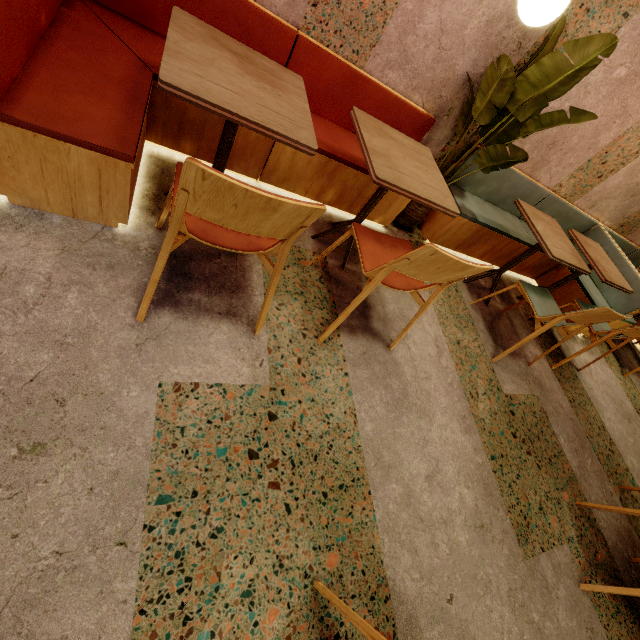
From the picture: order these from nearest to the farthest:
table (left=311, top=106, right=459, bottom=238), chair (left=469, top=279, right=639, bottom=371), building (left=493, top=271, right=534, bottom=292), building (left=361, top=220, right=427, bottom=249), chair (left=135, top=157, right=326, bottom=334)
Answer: chair (left=135, top=157, right=326, bottom=334), table (left=311, top=106, right=459, bottom=238), chair (left=469, top=279, right=639, bottom=371), building (left=361, top=220, right=427, bottom=249), building (left=493, top=271, right=534, bottom=292)

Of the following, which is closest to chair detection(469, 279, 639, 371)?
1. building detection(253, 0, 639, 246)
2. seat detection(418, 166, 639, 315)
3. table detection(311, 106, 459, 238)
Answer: building detection(253, 0, 639, 246)

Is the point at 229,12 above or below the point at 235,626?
above

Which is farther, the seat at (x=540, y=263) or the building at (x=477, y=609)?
the seat at (x=540, y=263)

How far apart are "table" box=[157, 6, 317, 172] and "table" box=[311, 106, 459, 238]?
0.4 meters

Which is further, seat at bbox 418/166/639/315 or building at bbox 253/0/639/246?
seat at bbox 418/166/639/315

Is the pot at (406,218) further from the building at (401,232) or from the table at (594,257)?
the table at (594,257)

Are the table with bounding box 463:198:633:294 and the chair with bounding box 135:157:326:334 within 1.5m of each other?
no
